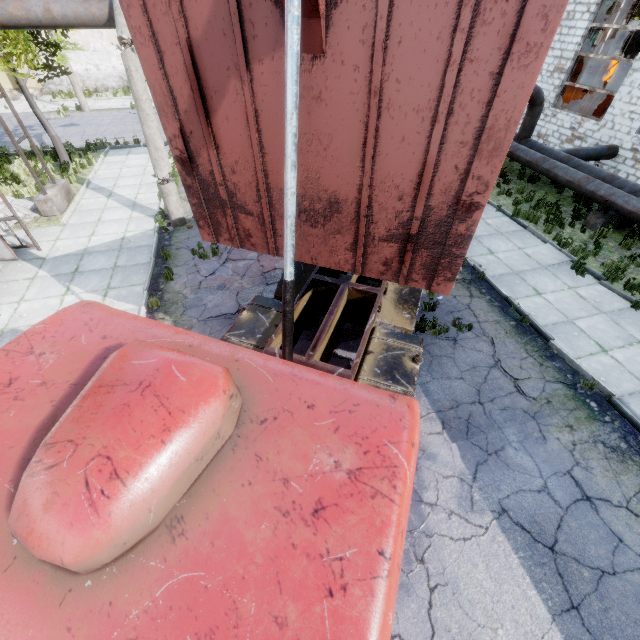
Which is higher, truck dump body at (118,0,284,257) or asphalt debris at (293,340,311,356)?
truck dump body at (118,0,284,257)

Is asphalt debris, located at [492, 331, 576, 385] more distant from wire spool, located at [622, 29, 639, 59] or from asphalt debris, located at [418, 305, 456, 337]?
wire spool, located at [622, 29, 639, 59]

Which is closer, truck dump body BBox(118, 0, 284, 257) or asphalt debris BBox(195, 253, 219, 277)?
truck dump body BBox(118, 0, 284, 257)

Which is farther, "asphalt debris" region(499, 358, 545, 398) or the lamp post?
the lamp post

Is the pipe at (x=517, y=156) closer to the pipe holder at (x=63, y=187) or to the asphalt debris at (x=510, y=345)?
the pipe holder at (x=63, y=187)

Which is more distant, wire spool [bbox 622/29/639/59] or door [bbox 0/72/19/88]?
door [bbox 0/72/19/88]

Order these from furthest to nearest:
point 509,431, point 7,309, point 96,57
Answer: point 96,57, point 7,309, point 509,431

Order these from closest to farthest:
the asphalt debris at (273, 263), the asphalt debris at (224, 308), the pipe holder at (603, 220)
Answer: the asphalt debris at (224, 308) < the asphalt debris at (273, 263) < the pipe holder at (603, 220)
